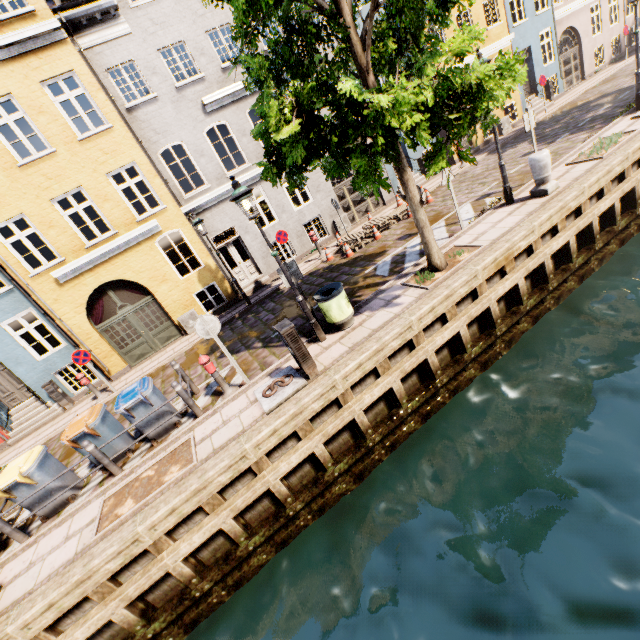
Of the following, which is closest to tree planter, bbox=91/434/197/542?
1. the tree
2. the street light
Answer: the street light

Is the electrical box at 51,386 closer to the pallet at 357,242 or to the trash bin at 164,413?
the trash bin at 164,413

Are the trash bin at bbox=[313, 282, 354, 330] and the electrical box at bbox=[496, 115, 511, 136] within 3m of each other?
no

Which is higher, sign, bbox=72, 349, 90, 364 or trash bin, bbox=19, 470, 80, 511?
sign, bbox=72, 349, 90, 364

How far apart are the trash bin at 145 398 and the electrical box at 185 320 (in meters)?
5.95

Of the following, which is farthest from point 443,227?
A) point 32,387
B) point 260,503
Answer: point 32,387

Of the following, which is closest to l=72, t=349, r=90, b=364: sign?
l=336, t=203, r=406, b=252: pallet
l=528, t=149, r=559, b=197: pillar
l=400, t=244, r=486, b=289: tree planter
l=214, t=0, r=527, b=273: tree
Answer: l=214, t=0, r=527, b=273: tree

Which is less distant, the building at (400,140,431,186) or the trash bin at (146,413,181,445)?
the trash bin at (146,413,181,445)
